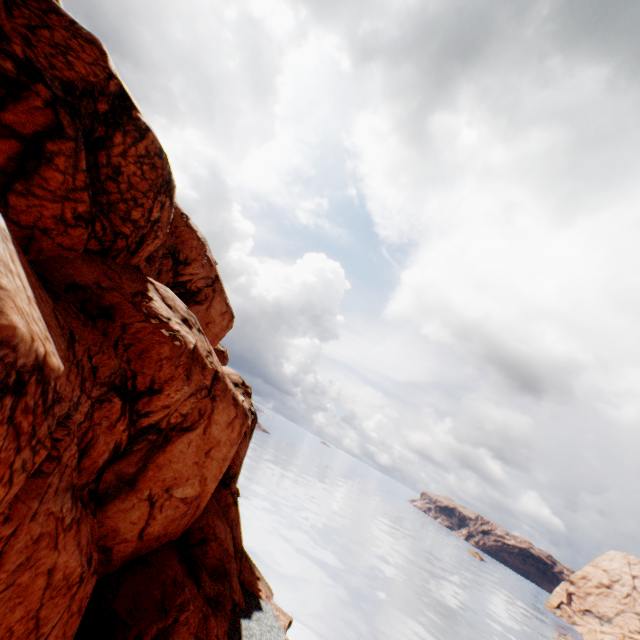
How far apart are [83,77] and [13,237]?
8.3 meters
